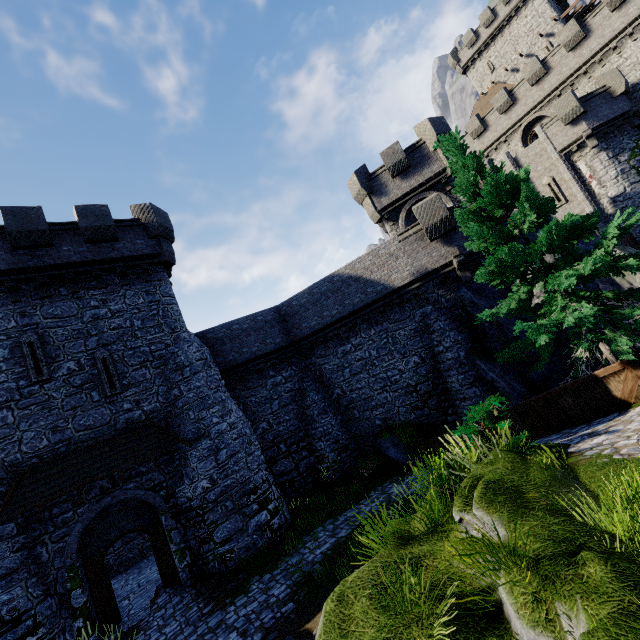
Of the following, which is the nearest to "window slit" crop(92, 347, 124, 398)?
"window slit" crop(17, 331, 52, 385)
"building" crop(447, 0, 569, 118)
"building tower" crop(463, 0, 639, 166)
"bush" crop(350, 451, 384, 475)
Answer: "window slit" crop(17, 331, 52, 385)

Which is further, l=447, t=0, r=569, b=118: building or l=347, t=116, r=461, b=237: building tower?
l=447, t=0, r=569, b=118: building

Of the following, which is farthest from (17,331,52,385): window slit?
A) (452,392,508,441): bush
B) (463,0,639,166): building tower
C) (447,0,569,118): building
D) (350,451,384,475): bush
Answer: (447,0,569,118): building

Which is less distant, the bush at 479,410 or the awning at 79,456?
the bush at 479,410

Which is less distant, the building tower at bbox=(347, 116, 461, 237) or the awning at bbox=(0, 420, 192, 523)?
the awning at bbox=(0, 420, 192, 523)

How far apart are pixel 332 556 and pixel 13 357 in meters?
14.0

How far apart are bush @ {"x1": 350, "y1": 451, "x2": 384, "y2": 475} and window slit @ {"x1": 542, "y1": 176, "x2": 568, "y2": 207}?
25.5 meters

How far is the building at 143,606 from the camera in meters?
12.4
